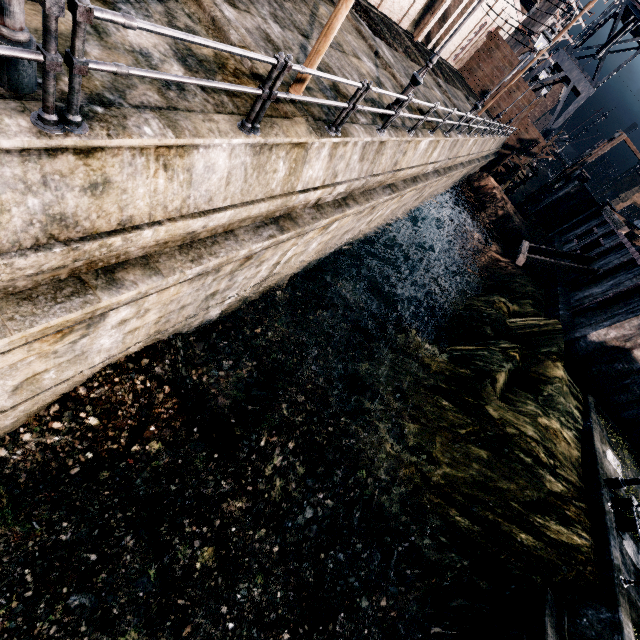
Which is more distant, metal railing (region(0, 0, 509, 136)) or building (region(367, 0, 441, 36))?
building (region(367, 0, 441, 36))

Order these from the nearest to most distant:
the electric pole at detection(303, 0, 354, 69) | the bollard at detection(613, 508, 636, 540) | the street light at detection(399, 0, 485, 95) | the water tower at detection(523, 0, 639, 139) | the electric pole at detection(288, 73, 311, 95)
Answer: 1. the electric pole at detection(303, 0, 354, 69)
2. the electric pole at detection(288, 73, 311, 95)
3. the street light at detection(399, 0, 485, 95)
4. the bollard at detection(613, 508, 636, 540)
5. the water tower at detection(523, 0, 639, 139)

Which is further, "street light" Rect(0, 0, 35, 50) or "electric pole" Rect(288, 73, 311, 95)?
"electric pole" Rect(288, 73, 311, 95)

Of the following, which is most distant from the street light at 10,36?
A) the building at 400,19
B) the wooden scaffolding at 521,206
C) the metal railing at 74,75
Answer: the wooden scaffolding at 521,206

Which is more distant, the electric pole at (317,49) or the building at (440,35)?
the building at (440,35)

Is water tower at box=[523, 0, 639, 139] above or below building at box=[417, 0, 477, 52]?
above

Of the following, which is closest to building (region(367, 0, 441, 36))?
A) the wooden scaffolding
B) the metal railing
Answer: the metal railing

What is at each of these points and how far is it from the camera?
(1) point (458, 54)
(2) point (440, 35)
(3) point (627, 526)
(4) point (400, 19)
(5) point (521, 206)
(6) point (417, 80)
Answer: (1) building, 39.88m
(2) building, 33.31m
(3) bollard, 11.82m
(4) building, 25.88m
(5) wooden scaffolding, 42.50m
(6) street light, 10.29m
